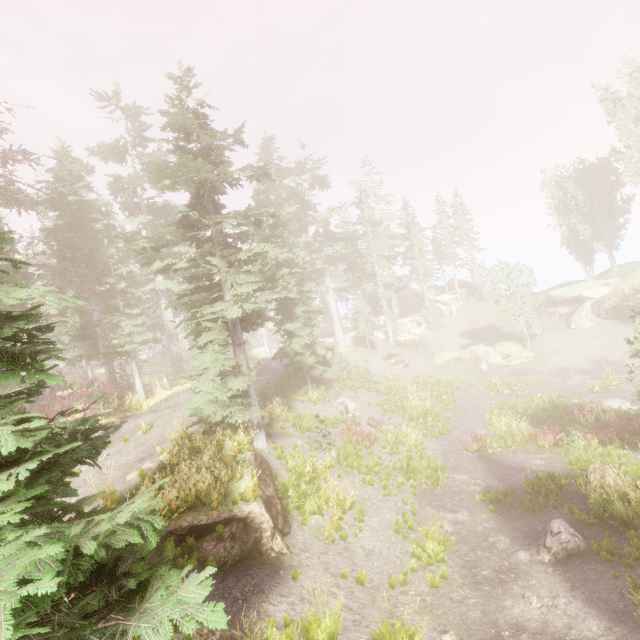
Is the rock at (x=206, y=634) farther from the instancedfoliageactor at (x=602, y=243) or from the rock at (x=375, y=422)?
the rock at (x=375, y=422)

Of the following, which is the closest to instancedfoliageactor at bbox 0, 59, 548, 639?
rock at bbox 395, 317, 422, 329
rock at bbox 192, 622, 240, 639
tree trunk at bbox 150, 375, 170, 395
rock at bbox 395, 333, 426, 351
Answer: rock at bbox 192, 622, 240, 639

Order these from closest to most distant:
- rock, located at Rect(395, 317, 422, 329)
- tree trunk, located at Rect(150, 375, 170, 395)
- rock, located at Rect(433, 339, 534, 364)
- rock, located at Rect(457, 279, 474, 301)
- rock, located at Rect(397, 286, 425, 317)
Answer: tree trunk, located at Rect(150, 375, 170, 395) → rock, located at Rect(433, 339, 534, 364) → rock, located at Rect(395, 317, 422, 329) → rock, located at Rect(457, 279, 474, 301) → rock, located at Rect(397, 286, 425, 317)

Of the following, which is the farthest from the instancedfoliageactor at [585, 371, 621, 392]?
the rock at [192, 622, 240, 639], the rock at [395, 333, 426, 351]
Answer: the rock at [395, 333, 426, 351]

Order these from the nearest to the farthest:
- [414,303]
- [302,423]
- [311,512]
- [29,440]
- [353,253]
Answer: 1. [29,440]
2. [311,512]
3. [302,423]
4. [353,253]
5. [414,303]

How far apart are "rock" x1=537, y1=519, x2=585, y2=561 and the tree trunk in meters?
21.3 m

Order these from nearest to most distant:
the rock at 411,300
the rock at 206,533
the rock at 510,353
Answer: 1. the rock at 206,533
2. the rock at 510,353
3. the rock at 411,300

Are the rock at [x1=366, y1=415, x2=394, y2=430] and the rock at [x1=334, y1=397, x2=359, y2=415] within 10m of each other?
yes
